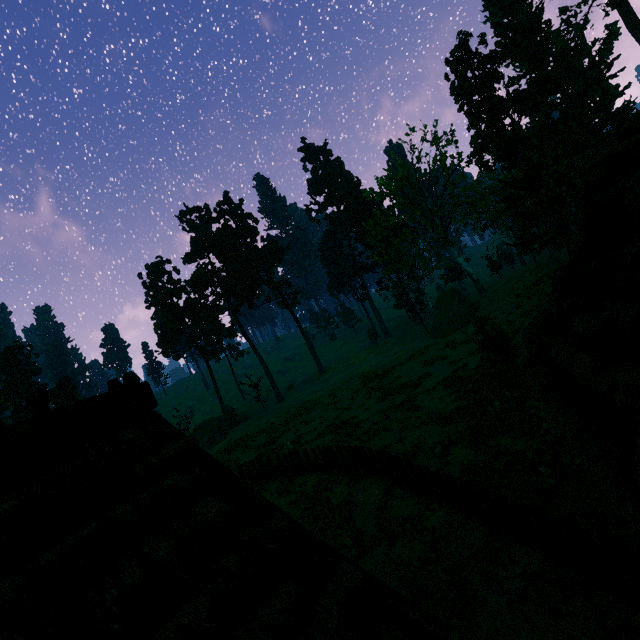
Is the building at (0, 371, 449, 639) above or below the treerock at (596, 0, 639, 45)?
below

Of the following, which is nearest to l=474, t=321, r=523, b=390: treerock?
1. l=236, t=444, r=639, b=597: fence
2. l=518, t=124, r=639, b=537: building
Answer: l=518, t=124, r=639, b=537: building

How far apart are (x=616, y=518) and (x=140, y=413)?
9.6 meters

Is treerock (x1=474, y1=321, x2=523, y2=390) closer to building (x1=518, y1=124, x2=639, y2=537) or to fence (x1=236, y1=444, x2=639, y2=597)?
building (x1=518, y1=124, x2=639, y2=537)

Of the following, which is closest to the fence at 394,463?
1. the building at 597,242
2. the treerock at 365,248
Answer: the building at 597,242

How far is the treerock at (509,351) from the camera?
13.6m
